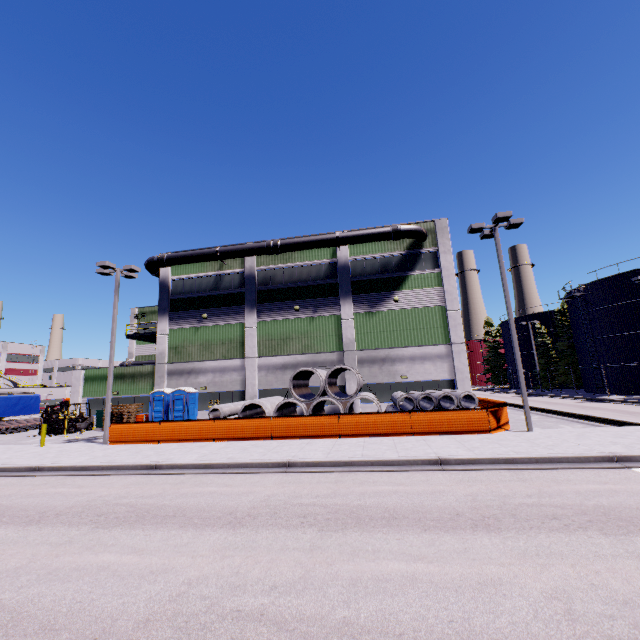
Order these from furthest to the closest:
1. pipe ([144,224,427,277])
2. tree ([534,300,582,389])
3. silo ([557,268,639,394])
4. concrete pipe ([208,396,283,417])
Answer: tree ([534,300,582,389]) < silo ([557,268,639,394]) < pipe ([144,224,427,277]) < concrete pipe ([208,396,283,417])

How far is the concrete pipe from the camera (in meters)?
19.60

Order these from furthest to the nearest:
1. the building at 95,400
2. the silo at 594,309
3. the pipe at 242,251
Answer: the silo at 594,309, the building at 95,400, the pipe at 242,251

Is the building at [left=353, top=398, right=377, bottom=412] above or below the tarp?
below

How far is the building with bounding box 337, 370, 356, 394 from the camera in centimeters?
2420cm

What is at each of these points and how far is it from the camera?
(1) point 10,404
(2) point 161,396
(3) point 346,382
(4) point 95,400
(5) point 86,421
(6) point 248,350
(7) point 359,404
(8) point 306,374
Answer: (1) tarp, 30.42m
(2) portable restroom, 24.70m
(3) building, 24.36m
(4) building, 27.81m
(5) forklift, 25.47m
(6) building, 26.08m
(7) building, 23.91m
(8) concrete pipe stack, 21.78m

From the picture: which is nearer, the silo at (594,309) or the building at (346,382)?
the building at (346,382)
